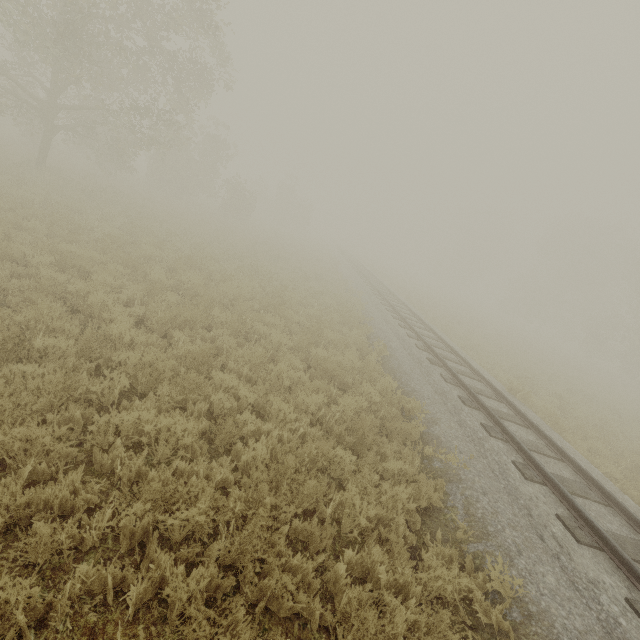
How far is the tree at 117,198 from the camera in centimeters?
1544cm

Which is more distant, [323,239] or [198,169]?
[323,239]

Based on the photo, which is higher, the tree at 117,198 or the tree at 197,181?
the tree at 197,181

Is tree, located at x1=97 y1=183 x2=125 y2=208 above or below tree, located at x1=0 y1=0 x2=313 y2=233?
below

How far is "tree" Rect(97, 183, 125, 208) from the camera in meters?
15.4

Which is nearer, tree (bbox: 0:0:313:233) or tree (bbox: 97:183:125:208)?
tree (bbox: 0:0:313:233)
